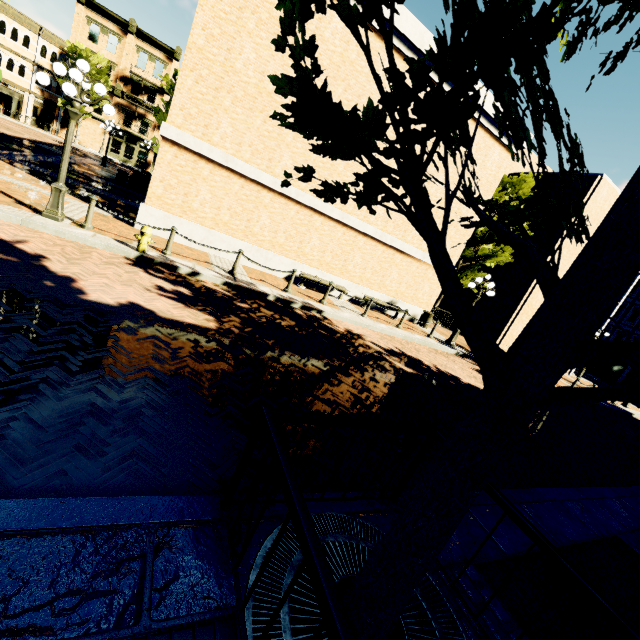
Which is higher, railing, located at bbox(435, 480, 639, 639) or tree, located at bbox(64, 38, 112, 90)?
tree, located at bbox(64, 38, 112, 90)

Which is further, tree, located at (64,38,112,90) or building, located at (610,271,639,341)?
tree, located at (64,38,112,90)

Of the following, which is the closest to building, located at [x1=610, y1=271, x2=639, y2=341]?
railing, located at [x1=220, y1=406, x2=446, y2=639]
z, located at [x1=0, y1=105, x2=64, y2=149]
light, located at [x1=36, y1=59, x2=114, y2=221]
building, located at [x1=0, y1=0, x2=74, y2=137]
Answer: z, located at [x1=0, y1=105, x2=64, y2=149]

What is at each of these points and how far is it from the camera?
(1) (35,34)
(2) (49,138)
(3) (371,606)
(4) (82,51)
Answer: (1) building, 33.2 meters
(2) z, 31.9 meters
(3) tree, 2.1 meters
(4) tree, 33.2 meters

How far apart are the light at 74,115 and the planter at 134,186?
12.3m

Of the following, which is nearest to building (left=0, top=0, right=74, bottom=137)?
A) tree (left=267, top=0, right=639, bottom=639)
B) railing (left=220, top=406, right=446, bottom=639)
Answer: tree (left=267, top=0, right=639, bottom=639)

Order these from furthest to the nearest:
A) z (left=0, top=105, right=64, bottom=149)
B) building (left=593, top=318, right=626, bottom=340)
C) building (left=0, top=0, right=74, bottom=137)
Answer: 1. building (left=0, top=0, right=74, bottom=137)
2. z (left=0, top=105, right=64, bottom=149)
3. building (left=593, top=318, right=626, bottom=340)

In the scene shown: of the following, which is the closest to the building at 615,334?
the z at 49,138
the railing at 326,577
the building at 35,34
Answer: the z at 49,138
